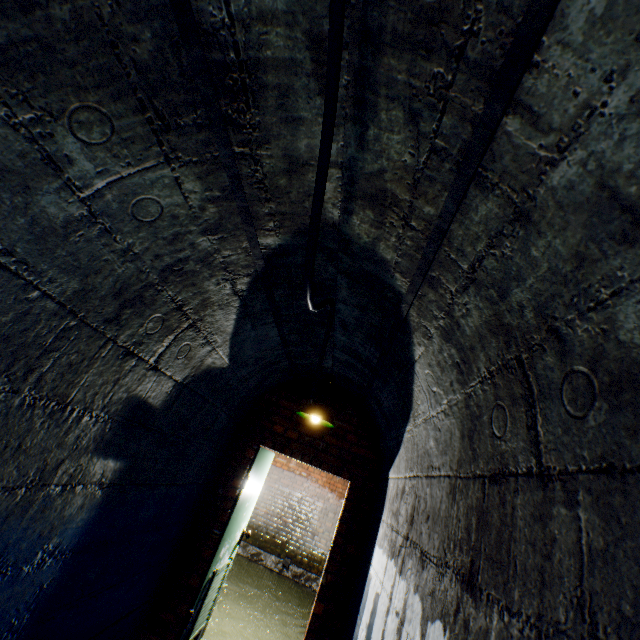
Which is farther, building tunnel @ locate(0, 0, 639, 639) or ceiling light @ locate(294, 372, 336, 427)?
ceiling light @ locate(294, 372, 336, 427)

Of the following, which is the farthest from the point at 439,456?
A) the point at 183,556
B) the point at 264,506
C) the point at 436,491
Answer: the point at 264,506

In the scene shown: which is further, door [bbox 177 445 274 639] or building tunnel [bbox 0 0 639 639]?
door [bbox 177 445 274 639]

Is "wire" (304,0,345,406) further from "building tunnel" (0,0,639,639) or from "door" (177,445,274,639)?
"door" (177,445,274,639)

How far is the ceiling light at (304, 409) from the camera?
3.21m

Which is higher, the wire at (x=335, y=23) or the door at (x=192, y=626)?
the wire at (x=335, y=23)

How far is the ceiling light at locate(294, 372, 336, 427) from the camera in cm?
321

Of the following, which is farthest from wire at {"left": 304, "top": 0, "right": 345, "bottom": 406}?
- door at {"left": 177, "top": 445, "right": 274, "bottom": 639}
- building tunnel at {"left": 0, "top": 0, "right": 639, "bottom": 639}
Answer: door at {"left": 177, "top": 445, "right": 274, "bottom": 639}
